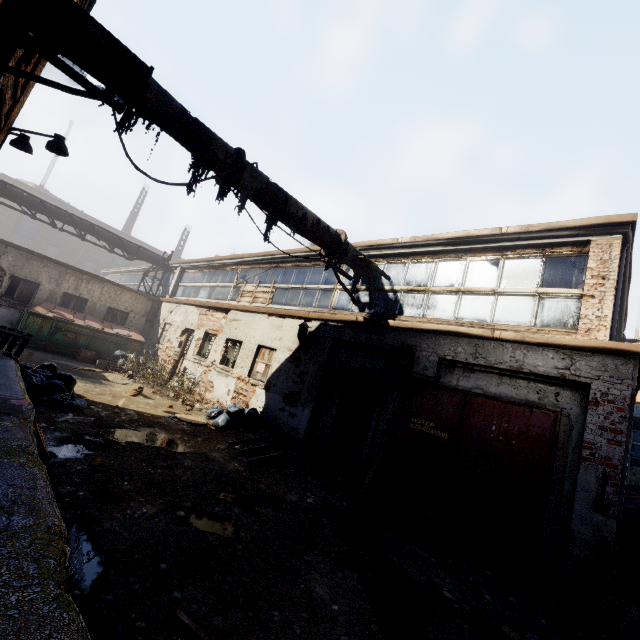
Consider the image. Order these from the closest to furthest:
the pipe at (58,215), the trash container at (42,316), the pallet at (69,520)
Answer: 1. the pallet at (69,520)
2. the trash container at (42,316)
3. the pipe at (58,215)

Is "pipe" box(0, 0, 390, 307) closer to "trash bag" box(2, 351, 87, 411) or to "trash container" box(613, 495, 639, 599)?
"trash bag" box(2, 351, 87, 411)

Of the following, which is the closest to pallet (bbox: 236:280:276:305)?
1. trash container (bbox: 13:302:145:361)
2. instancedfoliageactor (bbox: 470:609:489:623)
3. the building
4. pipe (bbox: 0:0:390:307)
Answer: pipe (bbox: 0:0:390:307)

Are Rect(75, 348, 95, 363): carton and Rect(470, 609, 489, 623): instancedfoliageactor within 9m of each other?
no

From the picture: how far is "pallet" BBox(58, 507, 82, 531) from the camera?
2.9m

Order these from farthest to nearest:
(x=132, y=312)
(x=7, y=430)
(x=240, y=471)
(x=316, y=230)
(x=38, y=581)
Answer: (x=132, y=312)
(x=316, y=230)
(x=240, y=471)
(x=7, y=430)
(x=38, y=581)

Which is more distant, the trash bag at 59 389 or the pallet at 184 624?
the trash bag at 59 389

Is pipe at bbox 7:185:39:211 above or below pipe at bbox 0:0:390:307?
above
